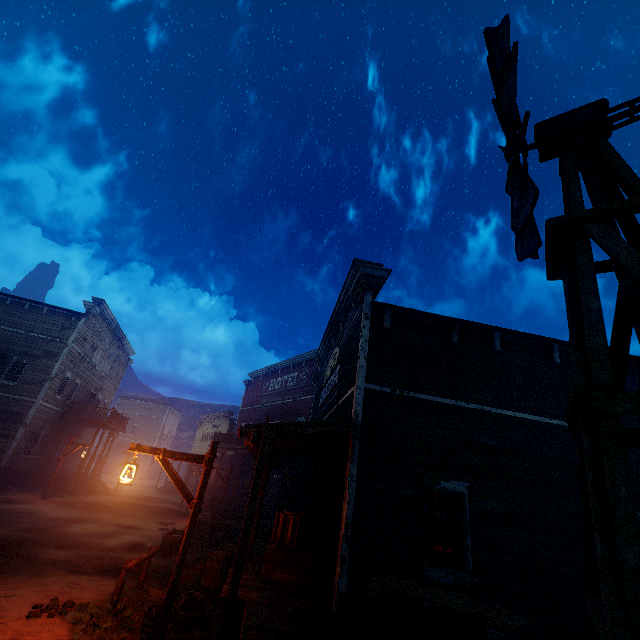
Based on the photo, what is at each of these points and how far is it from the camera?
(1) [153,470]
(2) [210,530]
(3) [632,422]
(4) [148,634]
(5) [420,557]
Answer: (1) building, 51.66m
(2) wooden box, 14.08m
(3) building, 7.92m
(4) metal tub, 5.74m
(5) building, 5.99m

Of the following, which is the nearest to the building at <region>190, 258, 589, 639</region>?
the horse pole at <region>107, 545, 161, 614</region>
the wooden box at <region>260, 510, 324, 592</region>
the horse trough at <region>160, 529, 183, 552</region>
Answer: the wooden box at <region>260, 510, 324, 592</region>

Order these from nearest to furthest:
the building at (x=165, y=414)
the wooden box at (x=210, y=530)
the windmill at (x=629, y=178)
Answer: the windmill at (x=629, y=178), the wooden box at (x=210, y=530), the building at (x=165, y=414)

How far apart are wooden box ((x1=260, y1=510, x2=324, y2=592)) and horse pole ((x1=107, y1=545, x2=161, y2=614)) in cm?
268

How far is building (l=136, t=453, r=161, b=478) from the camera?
48.7m

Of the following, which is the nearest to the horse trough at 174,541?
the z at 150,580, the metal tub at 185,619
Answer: the z at 150,580

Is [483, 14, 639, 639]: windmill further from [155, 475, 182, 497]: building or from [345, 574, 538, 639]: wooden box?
[155, 475, 182, 497]: building
